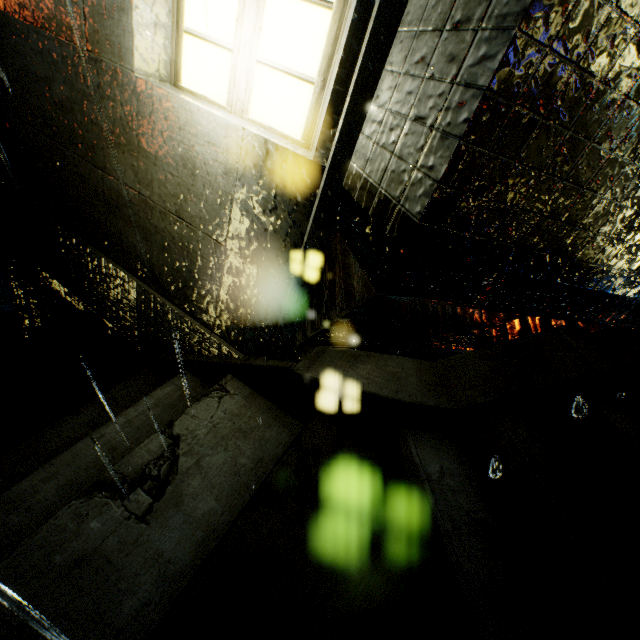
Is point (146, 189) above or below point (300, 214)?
below

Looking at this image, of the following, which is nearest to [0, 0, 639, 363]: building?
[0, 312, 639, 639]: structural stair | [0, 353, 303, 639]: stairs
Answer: [0, 312, 639, 639]: structural stair

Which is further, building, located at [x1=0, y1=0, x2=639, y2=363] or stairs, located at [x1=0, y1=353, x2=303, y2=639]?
stairs, located at [x1=0, y1=353, x2=303, y2=639]

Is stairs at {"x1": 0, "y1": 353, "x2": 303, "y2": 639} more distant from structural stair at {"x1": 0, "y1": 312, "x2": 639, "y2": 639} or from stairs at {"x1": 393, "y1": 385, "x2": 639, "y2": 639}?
stairs at {"x1": 393, "y1": 385, "x2": 639, "y2": 639}

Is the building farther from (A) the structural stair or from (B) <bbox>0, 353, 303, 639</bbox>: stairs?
(B) <bbox>0, 353, 303, 639</bbox>: stairs

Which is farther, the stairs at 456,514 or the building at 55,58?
the stairs at 456,514

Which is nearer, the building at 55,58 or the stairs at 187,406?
the building at 55,58
